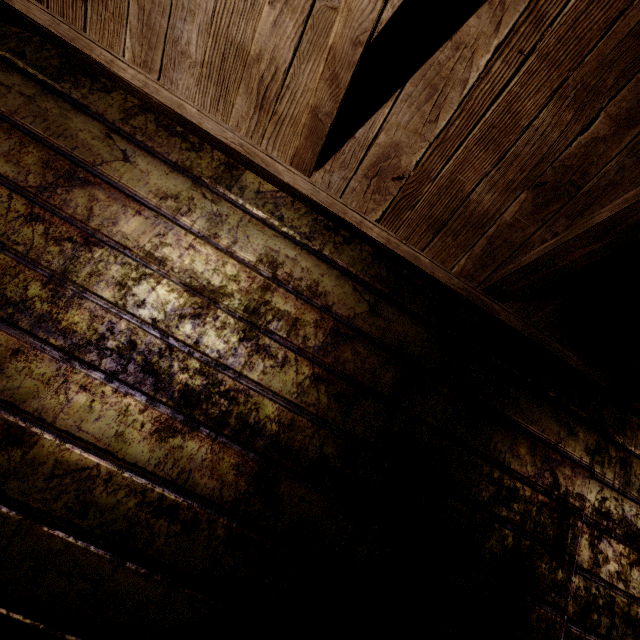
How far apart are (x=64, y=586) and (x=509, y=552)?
1.4m
